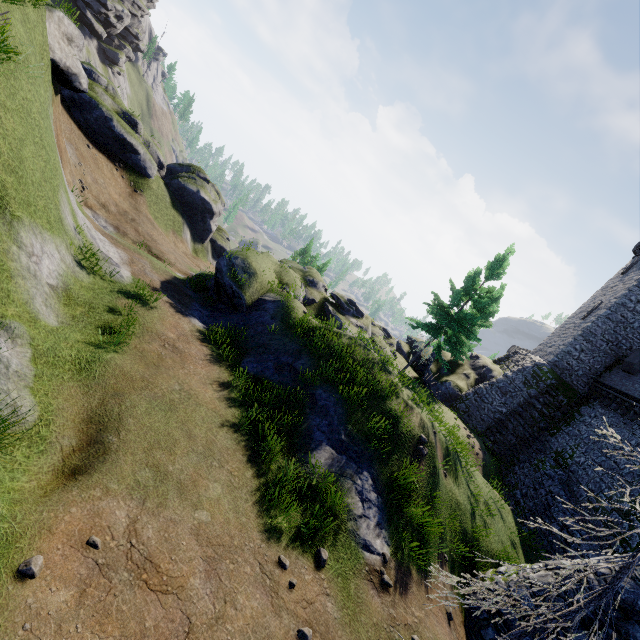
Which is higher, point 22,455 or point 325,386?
point 325,386

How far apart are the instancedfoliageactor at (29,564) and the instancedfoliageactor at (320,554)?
4.96m

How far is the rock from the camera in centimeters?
2373cm

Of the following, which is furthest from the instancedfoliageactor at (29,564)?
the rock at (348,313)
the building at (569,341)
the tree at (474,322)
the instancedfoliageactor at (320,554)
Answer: the building at (569,341)

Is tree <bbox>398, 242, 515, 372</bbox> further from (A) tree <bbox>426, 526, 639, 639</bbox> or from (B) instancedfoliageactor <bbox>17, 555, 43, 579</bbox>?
(B) instancedfoliageactor <bbox>17, 555, 43, 579</bbox>

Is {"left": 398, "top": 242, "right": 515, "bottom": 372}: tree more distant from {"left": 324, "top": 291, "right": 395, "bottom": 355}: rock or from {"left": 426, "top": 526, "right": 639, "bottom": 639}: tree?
{"left": 426, "top": 526, "right": 639, "bottom": 639}: tree

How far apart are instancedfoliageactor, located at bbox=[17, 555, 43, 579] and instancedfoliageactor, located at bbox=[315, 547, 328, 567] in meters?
5.0

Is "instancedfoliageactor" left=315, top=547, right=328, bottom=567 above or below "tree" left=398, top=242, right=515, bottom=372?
below
